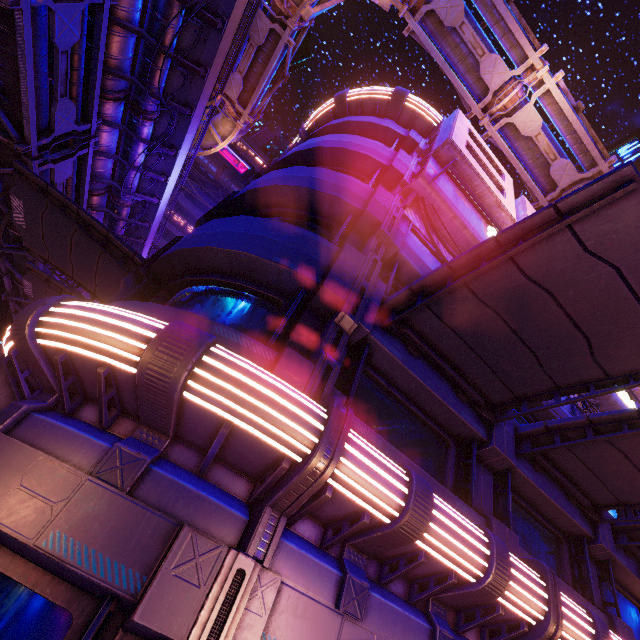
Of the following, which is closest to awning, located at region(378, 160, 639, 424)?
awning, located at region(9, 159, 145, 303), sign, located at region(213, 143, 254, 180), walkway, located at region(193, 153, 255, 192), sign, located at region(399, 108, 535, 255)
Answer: sign, located at region(399, 108, 535, 255)

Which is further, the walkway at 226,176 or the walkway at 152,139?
the walkway at 226,176

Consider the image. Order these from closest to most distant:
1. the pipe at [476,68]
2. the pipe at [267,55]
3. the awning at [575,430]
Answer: the awning at [575,430]
the pipe at [476,68]
the pipe at [267,55]

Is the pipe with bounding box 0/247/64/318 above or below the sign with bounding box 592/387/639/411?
below

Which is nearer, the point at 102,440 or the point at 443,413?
the point at 102,440

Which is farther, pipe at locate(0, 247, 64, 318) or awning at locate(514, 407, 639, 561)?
pipe at locate(0, 247, 64, 318)

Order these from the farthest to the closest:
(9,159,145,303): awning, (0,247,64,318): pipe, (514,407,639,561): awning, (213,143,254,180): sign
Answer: (213,143,254,180): sign → (0,247,64,318): pipe → (9,159,145,303): awning → (514,407,639,561): awning

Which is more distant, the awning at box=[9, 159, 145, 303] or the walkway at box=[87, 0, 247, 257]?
the walkway at box=[87, 0, 247, 257]
